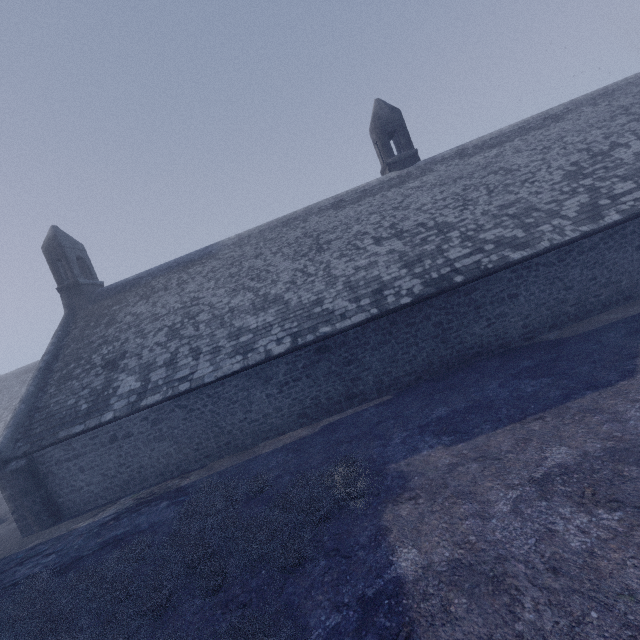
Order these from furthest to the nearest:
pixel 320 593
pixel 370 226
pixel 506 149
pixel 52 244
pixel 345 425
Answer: pixel 52 244 < pixel 506 149 < pixel 370 226 < pixel 345 425 < pixel 320 593
